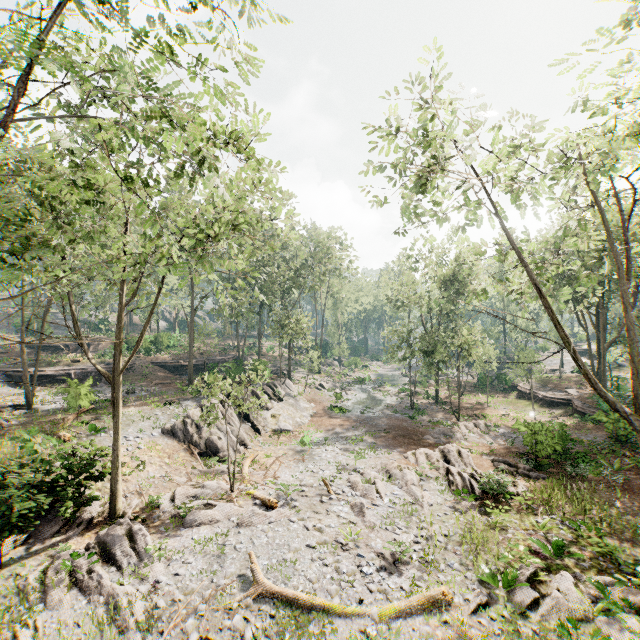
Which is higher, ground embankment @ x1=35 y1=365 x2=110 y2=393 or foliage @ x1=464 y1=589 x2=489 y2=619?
ground embankment @ x1=35 y1=365 x2=110 y2=393

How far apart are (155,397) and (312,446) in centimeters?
1467cm

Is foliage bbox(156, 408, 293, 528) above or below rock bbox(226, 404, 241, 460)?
below

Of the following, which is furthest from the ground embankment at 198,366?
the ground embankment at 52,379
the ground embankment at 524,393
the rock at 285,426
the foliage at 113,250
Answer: the ground embankment at 524,393

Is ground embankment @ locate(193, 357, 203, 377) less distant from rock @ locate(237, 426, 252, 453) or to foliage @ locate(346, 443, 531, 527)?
foliage @ locate(346, 443, 531, 527)

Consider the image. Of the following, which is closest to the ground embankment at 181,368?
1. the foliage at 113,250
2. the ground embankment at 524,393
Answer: the foliage at 113,250

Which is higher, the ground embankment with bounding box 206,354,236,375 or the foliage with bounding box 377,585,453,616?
the ground embankment with bounding box 206,354,236,375

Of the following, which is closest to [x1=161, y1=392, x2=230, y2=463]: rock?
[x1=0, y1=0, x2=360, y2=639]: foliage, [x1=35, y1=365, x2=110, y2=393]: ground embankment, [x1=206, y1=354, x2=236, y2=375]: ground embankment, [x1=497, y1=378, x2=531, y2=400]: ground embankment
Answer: [x1=0, y1=0, x2=360, y2=639]: foliage
